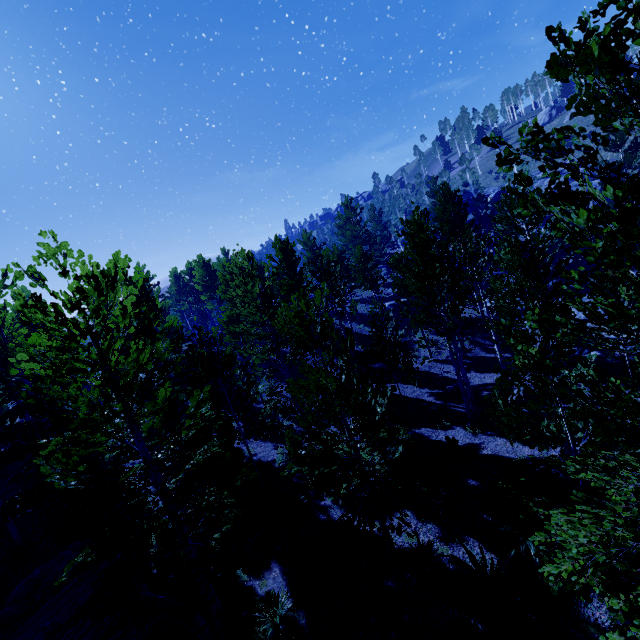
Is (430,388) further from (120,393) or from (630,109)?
(630,109)

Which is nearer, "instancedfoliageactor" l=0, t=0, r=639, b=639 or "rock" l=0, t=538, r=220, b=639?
"instancedfoliageactor" l=0, t=0, r=639, b=639

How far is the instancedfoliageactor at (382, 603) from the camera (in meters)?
7.15

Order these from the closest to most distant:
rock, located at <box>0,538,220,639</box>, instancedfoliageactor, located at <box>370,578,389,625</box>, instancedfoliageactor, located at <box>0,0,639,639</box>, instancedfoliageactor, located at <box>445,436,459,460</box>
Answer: instancedfoliageactor, located at <box>0,0,639,639</box> → rock, located at <box>0,538,220,639</box> → instancedfoliageactor, located at <box>370,578,389,625</box> → instancedfoliageactor, located at <box>445,436,459,460</box>

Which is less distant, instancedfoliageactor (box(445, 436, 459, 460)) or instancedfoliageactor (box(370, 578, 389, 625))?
instancedfoliageactor (box(370, 578, 389, 625))

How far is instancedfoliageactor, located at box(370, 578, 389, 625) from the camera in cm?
715
